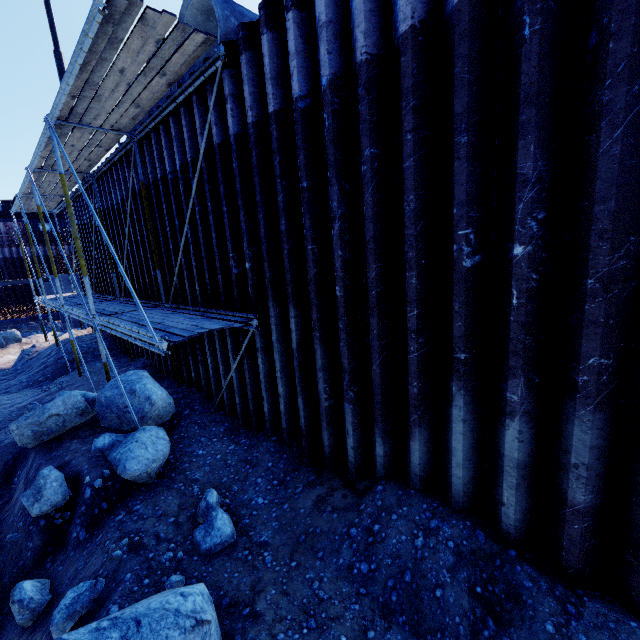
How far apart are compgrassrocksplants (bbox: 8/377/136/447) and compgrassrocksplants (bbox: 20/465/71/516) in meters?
0.5 m

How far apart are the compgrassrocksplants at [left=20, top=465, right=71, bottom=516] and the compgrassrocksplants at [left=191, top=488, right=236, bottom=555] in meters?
2.4

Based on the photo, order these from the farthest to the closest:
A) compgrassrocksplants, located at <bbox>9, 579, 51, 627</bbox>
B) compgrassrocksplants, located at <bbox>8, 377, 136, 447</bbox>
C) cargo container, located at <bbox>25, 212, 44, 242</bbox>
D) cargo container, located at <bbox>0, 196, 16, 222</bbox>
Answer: cargo container, located at <bbox>25, 212, 44, 242</bbox> < cargo container, located at <bbox>0, 196, 16, 222</bbox> < compgrassrocksplants, located at <bbox>8, 377, 136, 447</bbox> < compgrassrocksplants, located at <bbox>9, 579, 51, 627</bbox>

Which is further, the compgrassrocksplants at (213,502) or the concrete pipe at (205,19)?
the concrete pipe at (205,19)

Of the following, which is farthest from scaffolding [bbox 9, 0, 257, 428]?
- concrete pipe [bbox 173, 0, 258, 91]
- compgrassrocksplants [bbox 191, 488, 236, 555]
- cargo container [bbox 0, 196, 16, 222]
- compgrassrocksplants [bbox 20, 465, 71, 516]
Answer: cargo container [bbox 0, 196, 16, 222]

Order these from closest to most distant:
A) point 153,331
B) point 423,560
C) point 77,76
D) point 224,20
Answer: point 423,560, point 153,331, point 77,76, point 224,20

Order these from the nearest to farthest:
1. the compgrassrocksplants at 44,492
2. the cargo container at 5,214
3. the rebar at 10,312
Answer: the compgrassrocksplants at 44,492, the rebar at 10,312, the cargo container at 5,214
